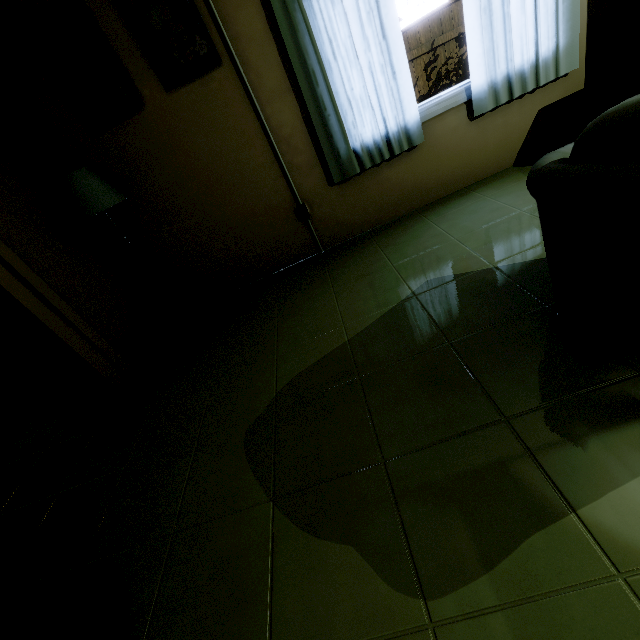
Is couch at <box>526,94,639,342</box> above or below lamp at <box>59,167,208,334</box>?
below

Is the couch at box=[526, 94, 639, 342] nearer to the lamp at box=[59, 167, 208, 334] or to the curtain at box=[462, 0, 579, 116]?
the curtain at box=[462, 0, 579, 116]

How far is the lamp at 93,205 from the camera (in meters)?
2.35

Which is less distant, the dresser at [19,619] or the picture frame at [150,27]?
the dresser at [19,619]

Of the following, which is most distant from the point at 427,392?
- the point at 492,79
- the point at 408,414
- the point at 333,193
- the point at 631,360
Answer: the point at 492,79

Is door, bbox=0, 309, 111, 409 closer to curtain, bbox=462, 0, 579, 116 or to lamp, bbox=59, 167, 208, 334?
lamp, bbox=59, 167, 208, 334

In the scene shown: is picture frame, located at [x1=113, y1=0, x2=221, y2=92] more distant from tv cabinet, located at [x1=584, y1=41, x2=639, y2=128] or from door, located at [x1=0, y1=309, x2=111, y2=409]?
tv cabinet, located at [x1=584, y1=41, x2=639, y2=128]

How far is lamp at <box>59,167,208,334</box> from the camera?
2.3m
